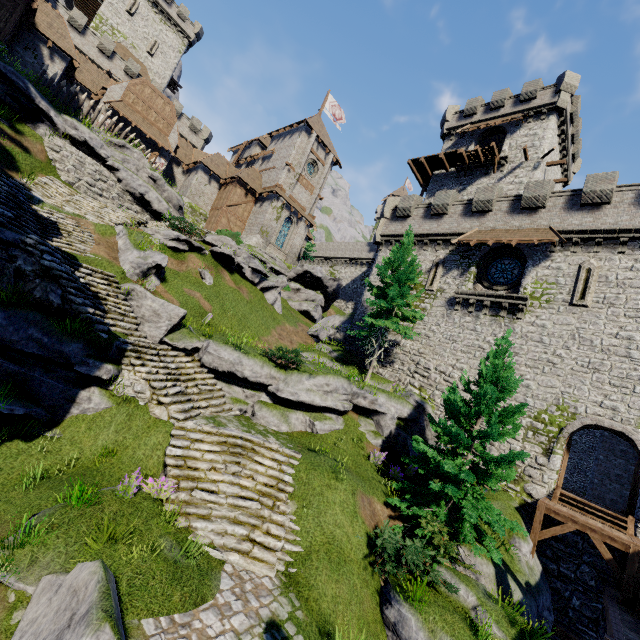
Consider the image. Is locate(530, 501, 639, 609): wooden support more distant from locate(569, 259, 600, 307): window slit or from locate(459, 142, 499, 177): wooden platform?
locate(459, 142, 499, 177): wooden platform

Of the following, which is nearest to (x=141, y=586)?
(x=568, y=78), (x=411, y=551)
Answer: (x=411, y=551)

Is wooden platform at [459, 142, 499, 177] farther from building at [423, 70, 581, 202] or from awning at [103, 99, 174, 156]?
awning at [103, 99, 174, 156]

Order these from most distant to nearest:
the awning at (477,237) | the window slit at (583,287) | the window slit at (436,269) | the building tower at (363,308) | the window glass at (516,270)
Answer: the building tower at (363,308)
the window slit at (436,269)
the window glass at (516,270)
the awning at (477,237)
the window slit at (583,287)

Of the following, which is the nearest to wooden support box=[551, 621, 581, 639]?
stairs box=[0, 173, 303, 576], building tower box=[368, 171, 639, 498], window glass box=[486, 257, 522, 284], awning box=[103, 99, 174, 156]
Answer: building tower box=[368, 171, 639, 498]

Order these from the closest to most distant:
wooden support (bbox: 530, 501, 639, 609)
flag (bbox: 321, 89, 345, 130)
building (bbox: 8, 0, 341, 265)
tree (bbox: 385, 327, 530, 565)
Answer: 1. tree (bbox: 385, 327, 530, 565)
2. wooden support (bbox: 530, 501, 639, 609)
3. building (bbox: 8, 0, 341, 265)
4. flag (bbox: 321, 89, 345, 130)

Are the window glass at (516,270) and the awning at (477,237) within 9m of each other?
yes

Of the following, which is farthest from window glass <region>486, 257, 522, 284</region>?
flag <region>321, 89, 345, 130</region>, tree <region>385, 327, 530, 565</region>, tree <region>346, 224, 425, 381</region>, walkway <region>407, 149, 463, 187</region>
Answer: flag <region>321, 89, 345, 130</region>
